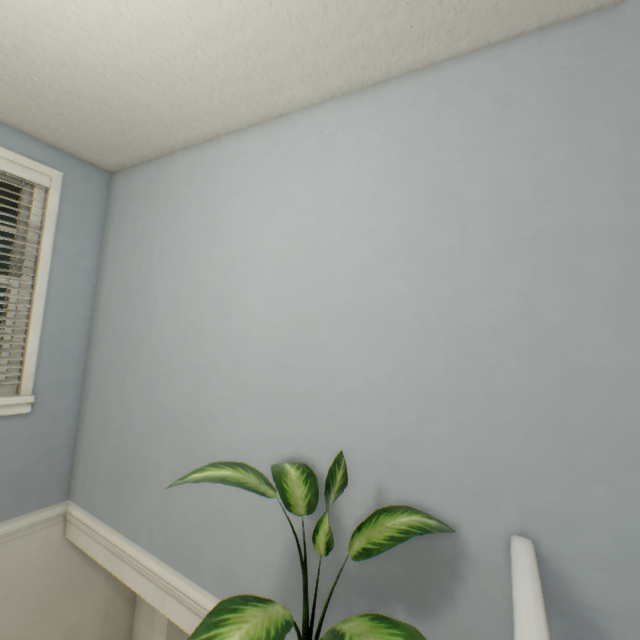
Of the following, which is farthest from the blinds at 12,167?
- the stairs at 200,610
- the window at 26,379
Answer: the stairs at 200,610

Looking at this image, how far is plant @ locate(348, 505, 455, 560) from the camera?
1.0 meters

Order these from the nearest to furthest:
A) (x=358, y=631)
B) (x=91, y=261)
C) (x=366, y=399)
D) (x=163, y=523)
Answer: (x=358, y=631), (x=366, y=399), (x=163, y=523), (x=91, y=261)

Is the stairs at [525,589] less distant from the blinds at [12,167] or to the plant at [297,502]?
the plant at [297,502]

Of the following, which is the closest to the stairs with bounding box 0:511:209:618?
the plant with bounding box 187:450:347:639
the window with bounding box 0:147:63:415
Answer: the plant with bounding box 187:450:347:639

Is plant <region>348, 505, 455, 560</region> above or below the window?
below

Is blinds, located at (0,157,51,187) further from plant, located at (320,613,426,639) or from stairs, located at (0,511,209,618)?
plant, located at (320,613,426,639)
